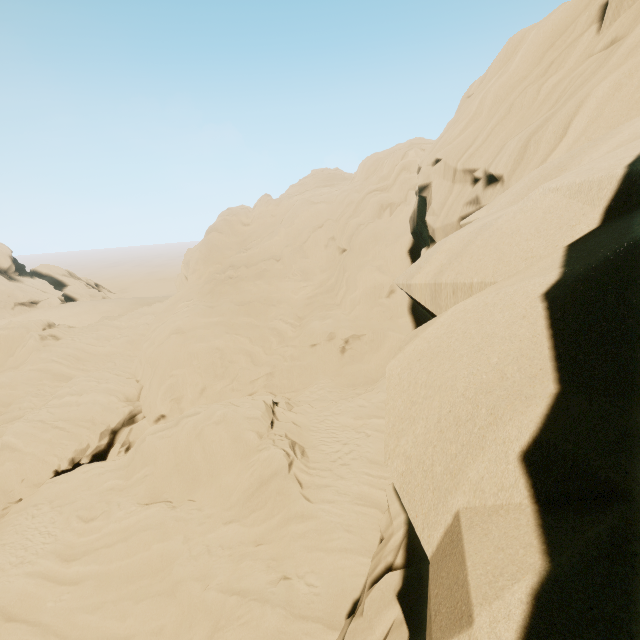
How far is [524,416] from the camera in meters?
1.6 m
